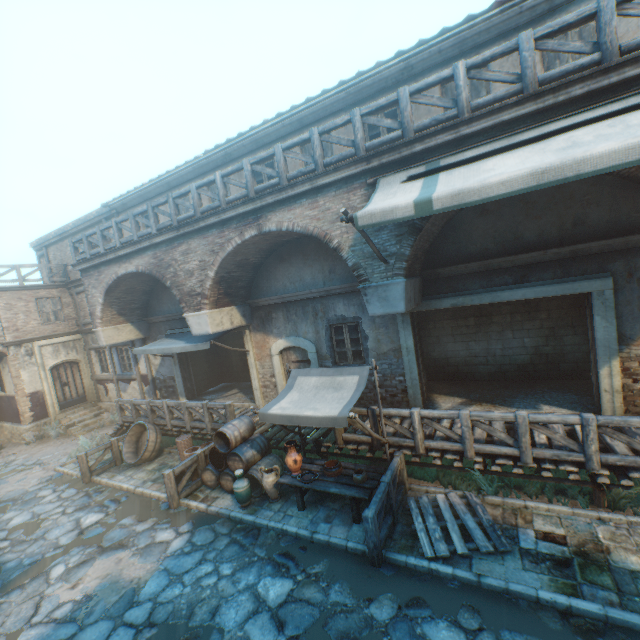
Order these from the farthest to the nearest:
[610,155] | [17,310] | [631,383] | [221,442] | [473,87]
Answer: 1. [17,310]
2. [221,442]
3. [473,87]
4. [631,383]
5. [610,155]

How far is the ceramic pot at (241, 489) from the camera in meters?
7.6 m

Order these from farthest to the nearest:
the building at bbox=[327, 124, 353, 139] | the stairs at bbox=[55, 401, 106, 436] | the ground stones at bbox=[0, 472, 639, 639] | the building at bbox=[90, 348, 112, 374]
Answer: the building at bbox=[90, 348, 112, 374] < the stairs at bbox=[55, 401, 106, 436] < the building at bbox=[327, 124, 353, 139] < the ground stones at bbox=[0, 472, 639, 639]

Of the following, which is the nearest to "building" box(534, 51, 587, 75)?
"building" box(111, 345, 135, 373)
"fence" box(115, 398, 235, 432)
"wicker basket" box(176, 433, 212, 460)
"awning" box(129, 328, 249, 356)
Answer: "building" box(111, 345, 135, 373)

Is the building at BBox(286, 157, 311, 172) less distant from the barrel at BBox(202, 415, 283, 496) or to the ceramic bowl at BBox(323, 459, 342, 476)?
the barrel at BBox(202, 415, 283, 496)

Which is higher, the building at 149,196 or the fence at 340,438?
the building at 149,196

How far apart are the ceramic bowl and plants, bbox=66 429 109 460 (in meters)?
10.53

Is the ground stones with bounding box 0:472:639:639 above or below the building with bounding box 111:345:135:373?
below
